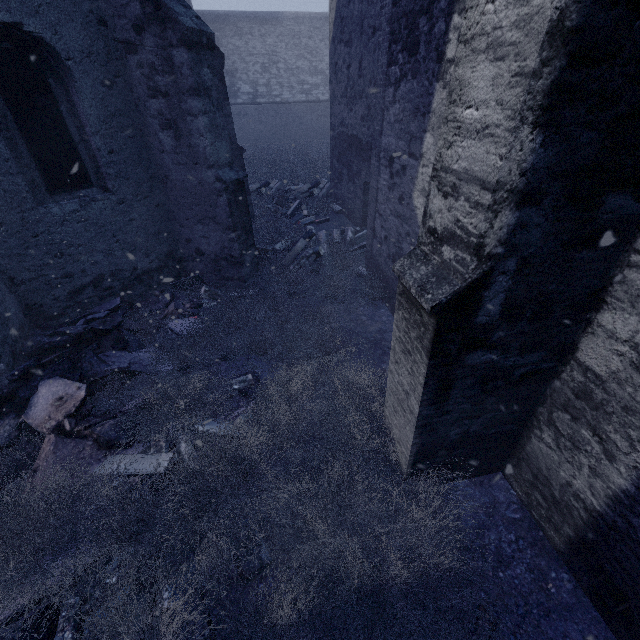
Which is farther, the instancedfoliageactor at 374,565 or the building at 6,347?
the instancedfoliageactor at 374,565

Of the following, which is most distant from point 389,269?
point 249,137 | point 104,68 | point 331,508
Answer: point 249,137

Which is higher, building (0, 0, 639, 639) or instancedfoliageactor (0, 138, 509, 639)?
building (0, 0, 639, 639)

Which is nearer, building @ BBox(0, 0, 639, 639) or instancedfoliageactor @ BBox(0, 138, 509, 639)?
building @ BBox(0, 0, 639, 639)

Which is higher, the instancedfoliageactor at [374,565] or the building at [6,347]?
the building at [6,347]
